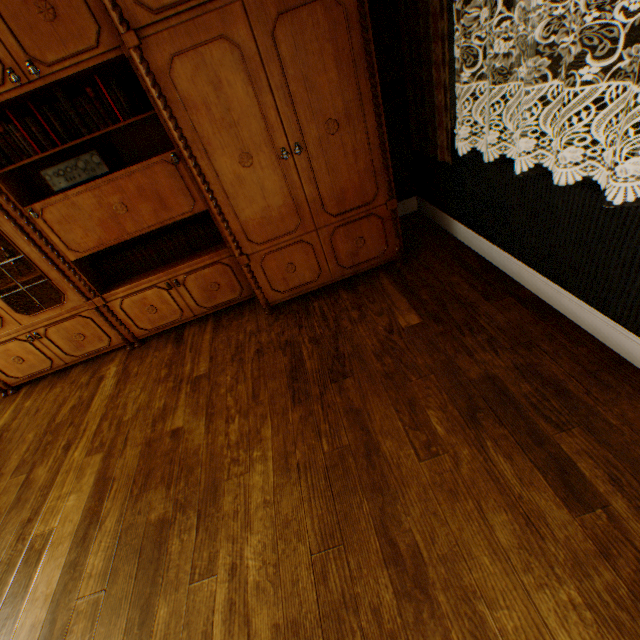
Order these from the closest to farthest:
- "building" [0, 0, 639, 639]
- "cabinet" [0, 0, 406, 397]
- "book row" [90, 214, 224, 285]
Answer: "building" [0, 0, 639, 639] → "cabinet" [0, 0, 406, 397] → "book row" [90, 214, 224, 285]

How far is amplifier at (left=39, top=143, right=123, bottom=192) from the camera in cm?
225

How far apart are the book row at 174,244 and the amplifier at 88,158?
0.64m

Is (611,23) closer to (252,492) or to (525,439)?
(525,439)

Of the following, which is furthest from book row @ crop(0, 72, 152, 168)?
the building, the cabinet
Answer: the building

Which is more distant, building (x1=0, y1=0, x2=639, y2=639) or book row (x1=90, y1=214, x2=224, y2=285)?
book row (x1=90, y1=214, x2=224, y2=285)

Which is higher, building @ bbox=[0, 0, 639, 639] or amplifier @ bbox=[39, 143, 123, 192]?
amplifier @ bbox=[39, 143, 123, 192]

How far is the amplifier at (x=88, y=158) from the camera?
2.2m
